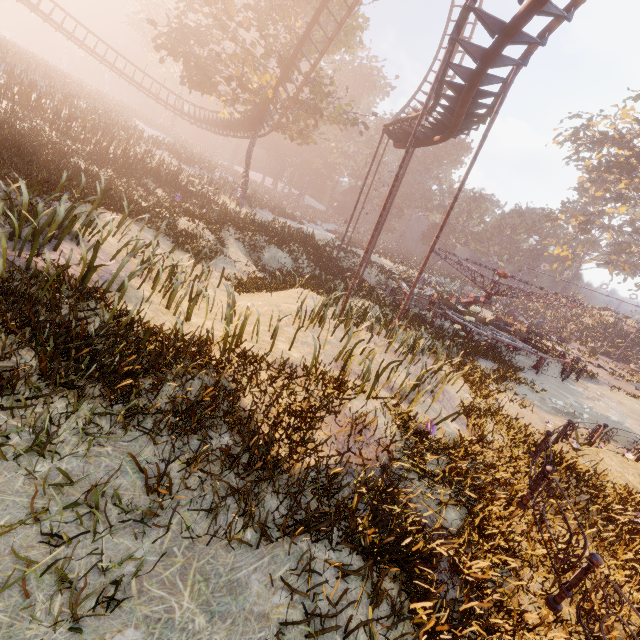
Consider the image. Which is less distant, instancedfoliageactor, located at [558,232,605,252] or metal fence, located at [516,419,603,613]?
metal fence, located at [516,419,603,613]

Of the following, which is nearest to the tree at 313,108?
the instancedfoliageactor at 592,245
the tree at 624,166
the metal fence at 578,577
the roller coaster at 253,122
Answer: the roller coaster at 253,122

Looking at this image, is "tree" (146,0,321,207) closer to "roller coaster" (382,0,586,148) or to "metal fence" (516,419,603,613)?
"roller coaster" (382,0,586,148)

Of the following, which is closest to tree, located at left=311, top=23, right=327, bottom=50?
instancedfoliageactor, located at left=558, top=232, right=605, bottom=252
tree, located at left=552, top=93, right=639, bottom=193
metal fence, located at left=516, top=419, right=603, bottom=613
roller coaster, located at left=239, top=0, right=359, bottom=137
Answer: roller coaster, located at left=239, top=0, right=359, bottom=137

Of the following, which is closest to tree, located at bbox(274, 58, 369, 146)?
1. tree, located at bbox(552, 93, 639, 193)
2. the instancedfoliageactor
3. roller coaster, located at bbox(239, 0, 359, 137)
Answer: roller coaster, located at bbox(239, 0, 359, 137)

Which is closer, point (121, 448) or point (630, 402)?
point (121, 448)

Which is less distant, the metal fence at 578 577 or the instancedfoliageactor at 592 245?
the metal fence at 578 577
